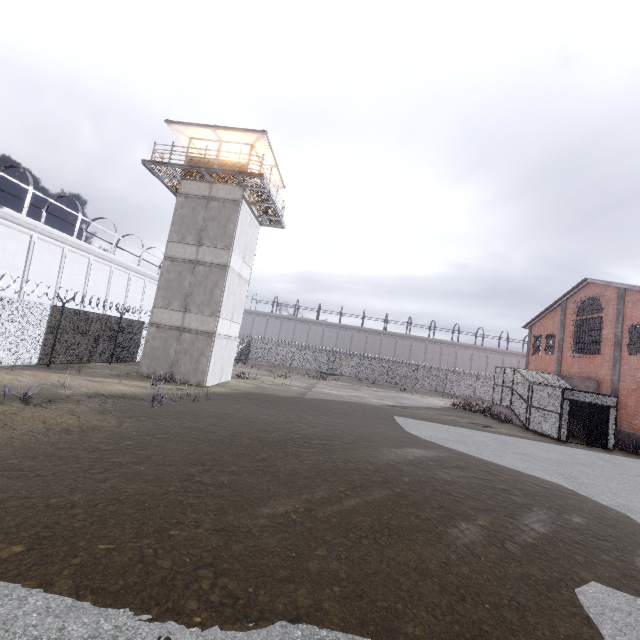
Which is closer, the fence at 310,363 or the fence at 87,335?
the fence at 87,335

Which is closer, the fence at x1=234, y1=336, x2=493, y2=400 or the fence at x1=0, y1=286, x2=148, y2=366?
the fence at x1=0, y1=286, x2=148, y2=366

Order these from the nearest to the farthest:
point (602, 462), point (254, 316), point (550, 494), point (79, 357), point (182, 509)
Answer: point (182, 509) → point (550, 494) → point (602, 462) → point (79, 357) → point (254, 316)

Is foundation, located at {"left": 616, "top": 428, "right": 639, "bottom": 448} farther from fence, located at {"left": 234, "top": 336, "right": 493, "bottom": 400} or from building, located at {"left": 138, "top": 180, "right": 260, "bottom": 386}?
building, located at {"left": 138, "top": 180, "right": 260, "bottom": 386}

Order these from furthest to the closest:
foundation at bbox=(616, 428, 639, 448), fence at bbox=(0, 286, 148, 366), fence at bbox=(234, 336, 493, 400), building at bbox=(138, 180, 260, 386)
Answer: fence at bbox=(234, 336, 493, 400)
foundation at bbox=(616, 428, 639, 448)
building at bbox=(138, 180, 260, 386)
fence at bbox=(0, 286, 148, 366)

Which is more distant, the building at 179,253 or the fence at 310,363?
the fence at 310,363

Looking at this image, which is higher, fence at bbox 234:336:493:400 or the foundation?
fence at bbox 234:336:493:400

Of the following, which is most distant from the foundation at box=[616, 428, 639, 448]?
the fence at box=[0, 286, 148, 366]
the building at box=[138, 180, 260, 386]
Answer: the building at box=[138, 180, 260, 386]
